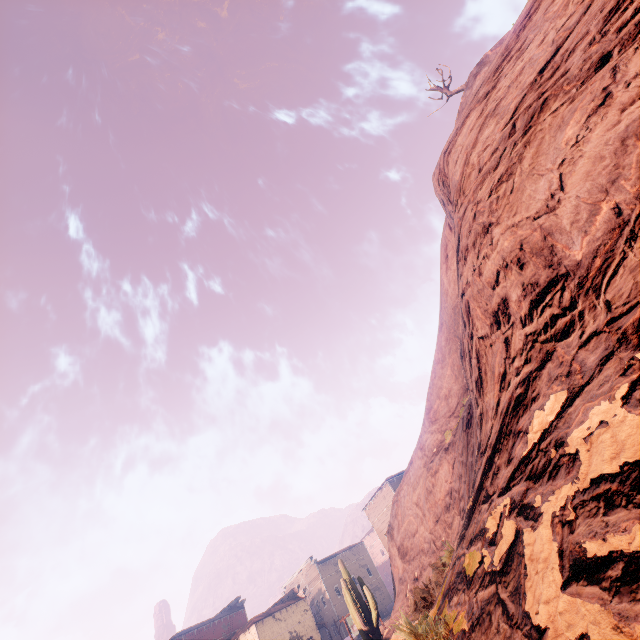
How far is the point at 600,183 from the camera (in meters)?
3.17

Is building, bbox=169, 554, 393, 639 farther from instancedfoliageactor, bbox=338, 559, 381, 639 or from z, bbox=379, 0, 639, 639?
instancedfoliageactor, bbox=338, 559, 381, 639

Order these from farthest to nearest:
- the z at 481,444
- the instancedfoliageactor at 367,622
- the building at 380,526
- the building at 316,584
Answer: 1. the building at 380,526
2. the building at 316,584
3. the instancedfoliageactor at 367,622
4. the z at 481,444

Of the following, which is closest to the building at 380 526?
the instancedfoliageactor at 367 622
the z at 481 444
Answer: the z at 481 444

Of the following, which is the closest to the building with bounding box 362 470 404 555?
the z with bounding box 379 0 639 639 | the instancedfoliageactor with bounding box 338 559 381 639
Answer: the z with bounding box 379 0 639 639

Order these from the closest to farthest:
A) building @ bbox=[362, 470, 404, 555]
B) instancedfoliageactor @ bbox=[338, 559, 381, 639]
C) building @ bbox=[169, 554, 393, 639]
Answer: instancedfoliageactor @ bbox=[338, 559, 381, 639] → building @ bbox=[169, 554, 393, 639] → building @ bbox=[362, 470, 404, 555]

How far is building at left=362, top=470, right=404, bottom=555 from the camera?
41.4 meters
